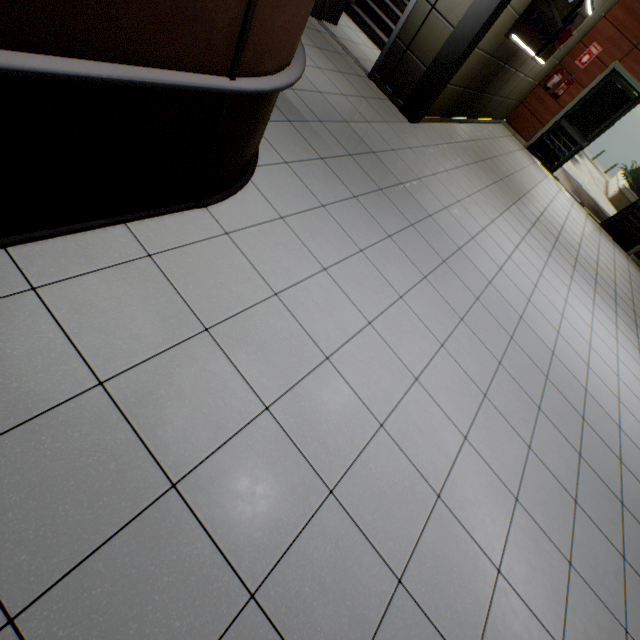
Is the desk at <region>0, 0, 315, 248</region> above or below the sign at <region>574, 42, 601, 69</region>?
below

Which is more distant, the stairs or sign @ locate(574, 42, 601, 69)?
sign @ locate(574, 42, 601, 69)

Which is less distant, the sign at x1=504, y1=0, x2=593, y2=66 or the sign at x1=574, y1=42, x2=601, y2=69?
the sign at x1=504, y1=0, x2=593, y2=66

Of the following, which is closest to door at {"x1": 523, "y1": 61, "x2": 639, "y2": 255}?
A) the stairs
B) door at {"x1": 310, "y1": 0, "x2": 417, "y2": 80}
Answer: the stairs

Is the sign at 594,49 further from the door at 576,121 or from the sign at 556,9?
the sign at 556,9

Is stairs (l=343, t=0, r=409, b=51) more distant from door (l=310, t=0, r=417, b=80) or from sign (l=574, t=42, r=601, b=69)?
door (l=310, t=0, r=417, b=80)

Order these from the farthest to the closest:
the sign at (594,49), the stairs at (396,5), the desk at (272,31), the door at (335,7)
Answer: the sign at (594,49) < the stairs at (396,5) < the door at (335,7) < the desk at (272,31)

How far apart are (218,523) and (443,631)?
1.2m
